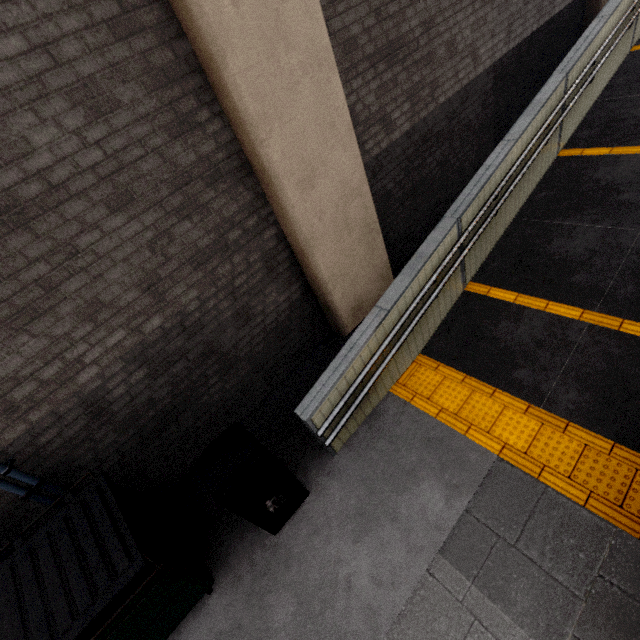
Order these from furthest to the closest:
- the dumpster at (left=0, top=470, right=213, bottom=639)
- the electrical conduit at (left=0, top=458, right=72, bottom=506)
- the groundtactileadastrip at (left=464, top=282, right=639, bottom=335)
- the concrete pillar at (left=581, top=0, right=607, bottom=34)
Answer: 1. the concrete pillar at (left=581, top=0, right=607, bottom=34)
2. the groundtactileadastrip at (left=464, top=282, right=639, bottom=335)
3. the electrical conduit at (left=0, top=458, right=72, bottom=506)
4. the dumpster at (left=0, top=470, right=213, bottom=639)

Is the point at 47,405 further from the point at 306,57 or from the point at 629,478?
the point at 629,478

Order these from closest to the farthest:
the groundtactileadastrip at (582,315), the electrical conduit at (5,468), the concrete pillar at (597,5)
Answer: the electrical conduit at (5,468) < the groundtactileadastrip at (582,315) < the concrete pillar at (597,5)

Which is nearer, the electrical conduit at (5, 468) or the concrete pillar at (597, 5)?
the electrical conduit at (5, 468)

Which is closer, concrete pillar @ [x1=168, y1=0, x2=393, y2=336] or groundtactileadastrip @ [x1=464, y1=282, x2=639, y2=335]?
concrete pillar @ [x1=168, y1=0, x2=393, y2=336]

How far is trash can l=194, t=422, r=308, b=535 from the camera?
2.87m

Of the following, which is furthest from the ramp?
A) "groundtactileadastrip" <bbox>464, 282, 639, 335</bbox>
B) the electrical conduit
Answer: the electrical conduit

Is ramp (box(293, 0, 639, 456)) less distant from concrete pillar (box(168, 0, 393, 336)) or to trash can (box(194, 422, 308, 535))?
trash can (box(194, 422, 308, 535))
